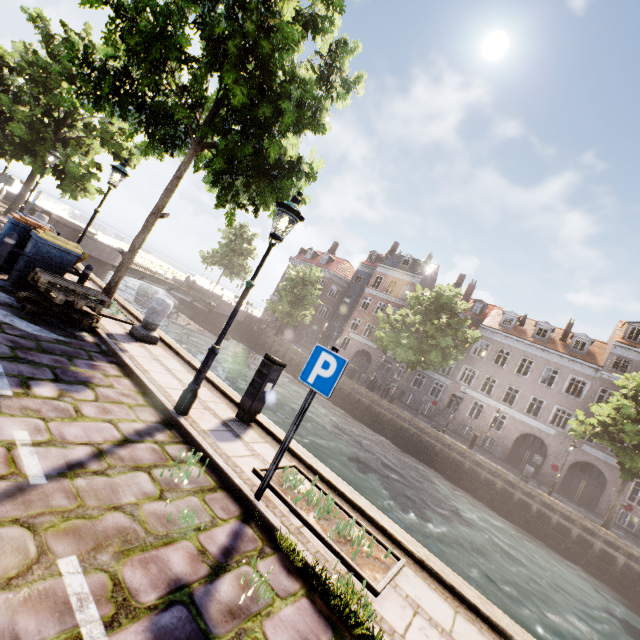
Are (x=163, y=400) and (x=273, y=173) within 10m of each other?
yes

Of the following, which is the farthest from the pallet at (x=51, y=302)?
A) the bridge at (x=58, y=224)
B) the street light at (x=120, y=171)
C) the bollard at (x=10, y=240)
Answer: the bridge at (x=58, y=224)

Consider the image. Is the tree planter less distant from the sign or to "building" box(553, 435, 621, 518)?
the sign

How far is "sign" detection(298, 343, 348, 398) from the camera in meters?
3.7 m

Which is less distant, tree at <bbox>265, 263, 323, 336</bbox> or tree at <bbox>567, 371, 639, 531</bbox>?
tree at <bbox>567, 371, 639, 531</bbox>

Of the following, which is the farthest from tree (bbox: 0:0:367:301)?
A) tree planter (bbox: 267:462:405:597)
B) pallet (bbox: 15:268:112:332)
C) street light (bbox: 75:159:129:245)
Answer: tree planter (bbox: 267:462:405:597)

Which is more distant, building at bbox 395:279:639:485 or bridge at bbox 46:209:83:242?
building at bbox 395:279:639:485

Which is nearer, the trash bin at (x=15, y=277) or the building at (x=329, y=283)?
the trash bin at (x=15, y=277)
